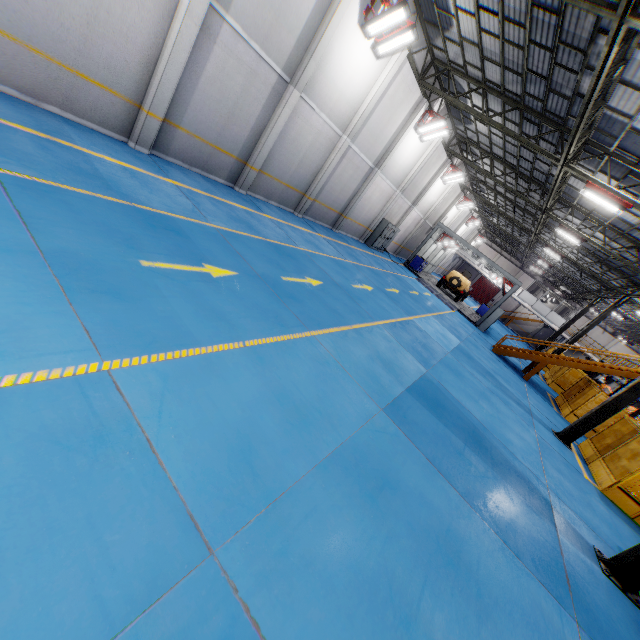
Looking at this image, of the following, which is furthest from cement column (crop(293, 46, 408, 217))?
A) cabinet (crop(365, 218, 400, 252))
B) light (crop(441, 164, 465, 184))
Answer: light (crop(441, 164, 465, 184))

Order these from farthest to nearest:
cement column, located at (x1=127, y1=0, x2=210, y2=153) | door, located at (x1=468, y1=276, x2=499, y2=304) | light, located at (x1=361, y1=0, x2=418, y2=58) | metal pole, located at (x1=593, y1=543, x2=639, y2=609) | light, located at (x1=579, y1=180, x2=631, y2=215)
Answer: door, located at (x1=468, y1=276, x2=499, y2=304)
light, located at (x1=579, y1=180, x2=631, y2=215)
light, located at (x1=361, y1=0, x2=418, y2=58)
cement column, located at (x1=127, y1=0, x2=210, y2=153)
metal pole, located at (x1=593, y1=543, x2=639, y2=609)

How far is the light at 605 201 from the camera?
11.7 meters

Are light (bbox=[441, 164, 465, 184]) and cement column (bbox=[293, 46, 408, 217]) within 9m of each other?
no

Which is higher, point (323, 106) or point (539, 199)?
point (539, 199)

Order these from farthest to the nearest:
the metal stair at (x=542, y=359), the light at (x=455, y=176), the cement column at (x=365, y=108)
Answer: the light at (x=455, y=176)
the metal stair at (x=542, y=359)
the cement column at (x=365, y=108)

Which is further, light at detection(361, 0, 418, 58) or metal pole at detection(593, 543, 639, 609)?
light at detection(361, 0, 418, 58)

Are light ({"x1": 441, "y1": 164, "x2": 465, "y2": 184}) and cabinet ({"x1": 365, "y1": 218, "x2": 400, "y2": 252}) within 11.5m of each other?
yes
